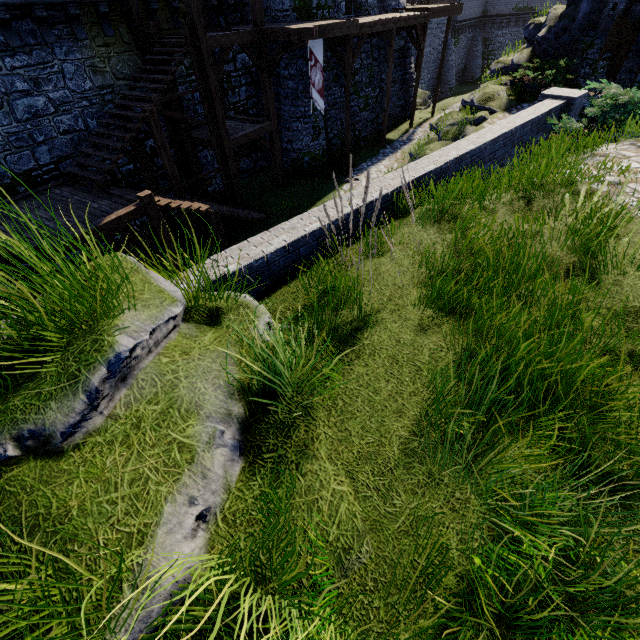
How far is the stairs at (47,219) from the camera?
8.25m

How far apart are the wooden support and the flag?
0.77m

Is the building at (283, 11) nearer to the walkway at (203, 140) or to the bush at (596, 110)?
the walkway at (203, 140)

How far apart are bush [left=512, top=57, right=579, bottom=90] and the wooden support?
10.3m

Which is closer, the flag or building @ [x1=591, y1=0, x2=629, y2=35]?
the flag

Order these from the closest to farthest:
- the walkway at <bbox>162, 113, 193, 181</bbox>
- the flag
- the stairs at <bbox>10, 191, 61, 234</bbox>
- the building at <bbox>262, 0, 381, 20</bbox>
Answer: the stairs at <bbox>10, 191, 61, 234</bbox>, the flag, the walkway at <bbox>162, 113, 193, 181</bbox>, the building at <bbox>262, 0, 381, 20</bbox>

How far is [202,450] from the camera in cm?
202

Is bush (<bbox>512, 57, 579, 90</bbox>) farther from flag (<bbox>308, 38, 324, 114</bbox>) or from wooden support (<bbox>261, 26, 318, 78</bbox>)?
wooden support (<bbox>261, 26, 318, 78</bbox>)
